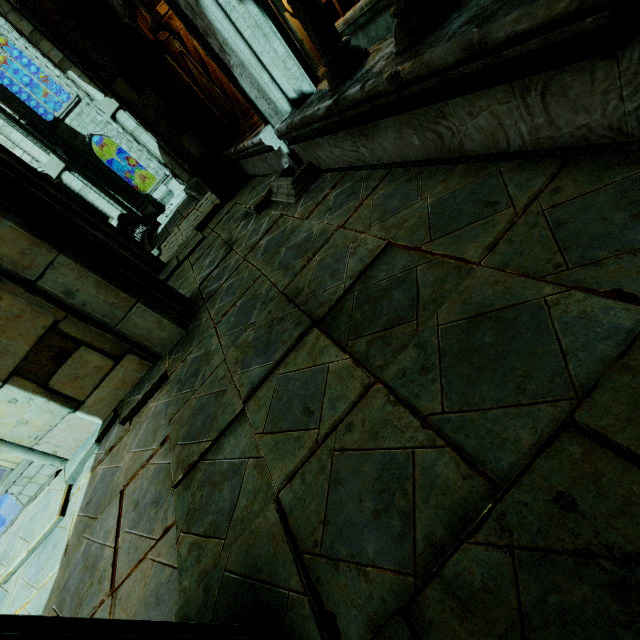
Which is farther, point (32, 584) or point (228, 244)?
point (228, 244)

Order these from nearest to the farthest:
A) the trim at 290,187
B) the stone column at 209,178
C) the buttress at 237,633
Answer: the buttress at 237,633, the trim at 290,187, the stone column at 209,178

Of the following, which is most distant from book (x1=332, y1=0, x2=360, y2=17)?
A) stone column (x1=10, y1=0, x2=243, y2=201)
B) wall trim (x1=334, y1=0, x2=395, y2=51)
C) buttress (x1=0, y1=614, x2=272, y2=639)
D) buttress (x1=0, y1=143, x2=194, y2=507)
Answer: buttress (x1=0, y1=614, x2=272, y2=639)

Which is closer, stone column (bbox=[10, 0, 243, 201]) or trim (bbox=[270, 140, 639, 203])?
trim (bbox=[270, 140, 639, 203])

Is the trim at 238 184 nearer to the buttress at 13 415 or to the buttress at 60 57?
the buttress at 13 415

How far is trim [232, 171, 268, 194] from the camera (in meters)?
6.92

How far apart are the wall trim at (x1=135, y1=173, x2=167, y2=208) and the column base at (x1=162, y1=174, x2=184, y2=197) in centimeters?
3cm

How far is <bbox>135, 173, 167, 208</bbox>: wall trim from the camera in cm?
2305
